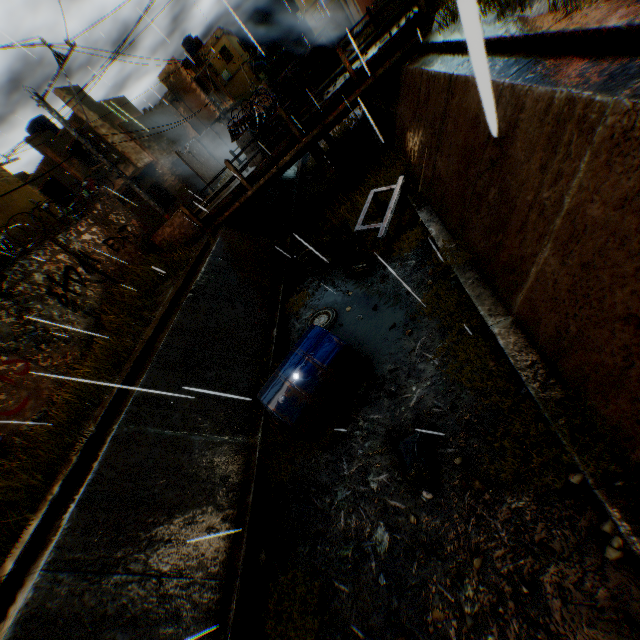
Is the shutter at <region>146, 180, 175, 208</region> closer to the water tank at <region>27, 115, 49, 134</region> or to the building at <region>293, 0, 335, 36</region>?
the water tank at <region>27, 115, 49, 134</region>

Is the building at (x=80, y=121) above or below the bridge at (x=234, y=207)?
above

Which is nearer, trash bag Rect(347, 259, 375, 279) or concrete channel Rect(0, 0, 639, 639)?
concrete channel Rect(0, 0, 639, 639)

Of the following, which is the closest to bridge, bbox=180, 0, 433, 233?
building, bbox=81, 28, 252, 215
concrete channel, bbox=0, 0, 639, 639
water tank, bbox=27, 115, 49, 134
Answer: concrete channel, bbox=0, 0, 639, 639

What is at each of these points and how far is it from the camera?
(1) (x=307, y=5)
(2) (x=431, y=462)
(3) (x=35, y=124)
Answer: (1) building, 46.88m
(2) trash bag, 4.18m
(3) water tank, 20.84m

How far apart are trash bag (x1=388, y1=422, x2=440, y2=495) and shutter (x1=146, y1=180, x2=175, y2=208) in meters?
22.9

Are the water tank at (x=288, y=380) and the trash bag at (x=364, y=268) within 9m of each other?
yes

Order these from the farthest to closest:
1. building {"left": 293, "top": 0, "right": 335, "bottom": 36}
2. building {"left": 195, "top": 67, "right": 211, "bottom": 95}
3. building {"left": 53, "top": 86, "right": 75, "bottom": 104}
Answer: building {"left": 293, "top": 0, "right": 335, "bottom": 36}
building {"left": 195, "top": 67, "right": 211, "bottom": 95}
building {"left": 53, "top": 86, "right": 75, "bottom": 104}
